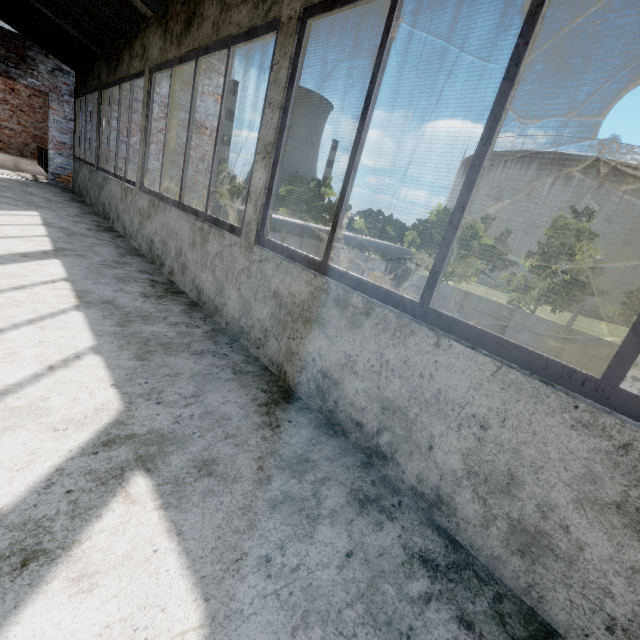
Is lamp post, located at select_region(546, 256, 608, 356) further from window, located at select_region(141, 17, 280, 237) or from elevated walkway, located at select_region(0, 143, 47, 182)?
elevated walkway, located at select_region(0, 143, 47, 182)

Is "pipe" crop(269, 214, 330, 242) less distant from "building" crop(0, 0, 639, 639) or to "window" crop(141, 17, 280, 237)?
"building" crop(0, 0, 639, 639)

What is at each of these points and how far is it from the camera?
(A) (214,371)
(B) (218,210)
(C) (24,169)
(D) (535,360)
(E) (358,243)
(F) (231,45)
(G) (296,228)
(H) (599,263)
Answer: (A) building, 2.16m
(B) pipe, 10.77m
(C) elevated walkway, 10.52m
(D) window, 1.20m
(E) pipe, 14.66m
(F) window, 2.70m
(G) pipe, 12.07m
(H) lamp post, 15.51m

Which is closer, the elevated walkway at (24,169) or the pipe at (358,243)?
the elevated walkway at (24,169)

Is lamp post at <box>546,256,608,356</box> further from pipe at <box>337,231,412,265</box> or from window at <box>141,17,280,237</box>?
window at <box>141,17,280,237</box>

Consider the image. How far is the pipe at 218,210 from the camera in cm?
1016

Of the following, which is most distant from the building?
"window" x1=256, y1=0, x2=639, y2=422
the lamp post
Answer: the lamp post

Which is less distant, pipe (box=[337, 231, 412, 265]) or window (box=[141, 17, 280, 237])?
window (box=[141, 17, 280, 237])
